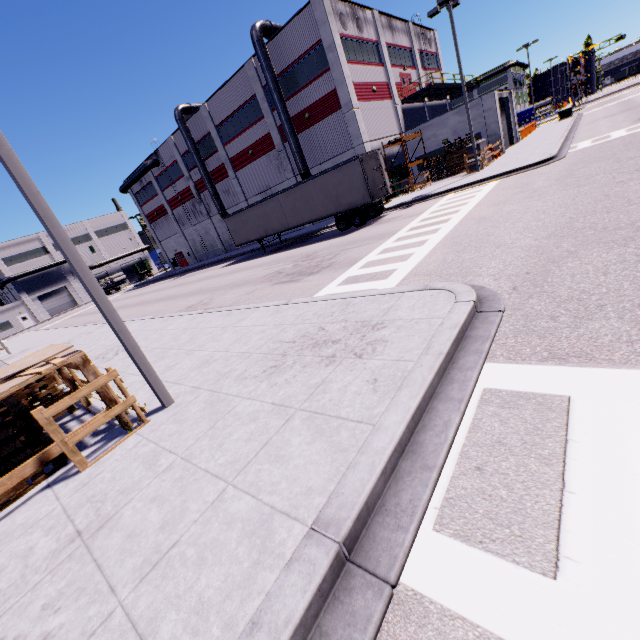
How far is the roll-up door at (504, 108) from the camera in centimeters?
2974cm

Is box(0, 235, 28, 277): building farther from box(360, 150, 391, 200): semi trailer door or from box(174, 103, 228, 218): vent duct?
box(360, 150, 391, 200): semi trailer door

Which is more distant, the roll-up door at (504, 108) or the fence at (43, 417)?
the roll-up door at (504, 108)

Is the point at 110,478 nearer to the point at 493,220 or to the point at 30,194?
the point at 30,194

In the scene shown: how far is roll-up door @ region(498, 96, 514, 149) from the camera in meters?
29.7 m

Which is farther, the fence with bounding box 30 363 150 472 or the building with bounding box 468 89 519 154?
the building with bounding box 468 89 519 154

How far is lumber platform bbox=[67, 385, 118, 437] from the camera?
5.2m

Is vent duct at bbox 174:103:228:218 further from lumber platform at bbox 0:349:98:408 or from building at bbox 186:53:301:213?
lumber platform at bbox 0:349:98:408
